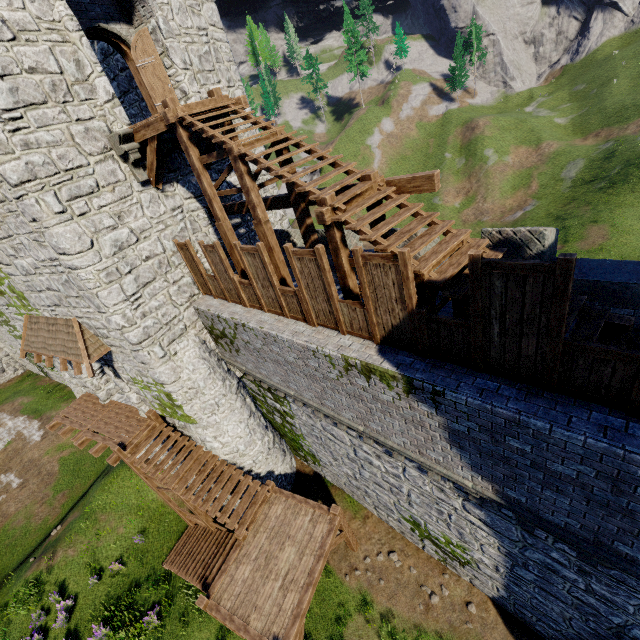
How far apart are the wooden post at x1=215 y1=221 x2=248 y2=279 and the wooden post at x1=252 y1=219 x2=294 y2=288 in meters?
1.5

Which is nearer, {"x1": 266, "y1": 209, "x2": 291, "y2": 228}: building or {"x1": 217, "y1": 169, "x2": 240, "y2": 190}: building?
{"x1": 217, "y1": 169, "x2": 240, "y2": 190}: building

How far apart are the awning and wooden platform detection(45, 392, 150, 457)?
3.1m

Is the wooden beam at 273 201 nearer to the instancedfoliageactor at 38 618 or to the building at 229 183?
the building at 229 183

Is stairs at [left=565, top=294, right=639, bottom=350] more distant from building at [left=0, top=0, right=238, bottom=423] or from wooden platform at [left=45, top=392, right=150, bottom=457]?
wooden platform at [left=45, top=392, right=150, bottom=457]

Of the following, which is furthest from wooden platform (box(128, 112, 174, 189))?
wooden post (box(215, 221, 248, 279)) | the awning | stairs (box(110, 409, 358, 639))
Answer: stairs (box(110, 409, 358, 639))

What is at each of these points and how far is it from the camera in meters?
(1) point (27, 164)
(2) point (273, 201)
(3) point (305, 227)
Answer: (1) building, 7.7
(2) wooden beam, 9.9
(3) wooden post, 9.5

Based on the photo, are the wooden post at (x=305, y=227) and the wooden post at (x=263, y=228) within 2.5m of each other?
yes
